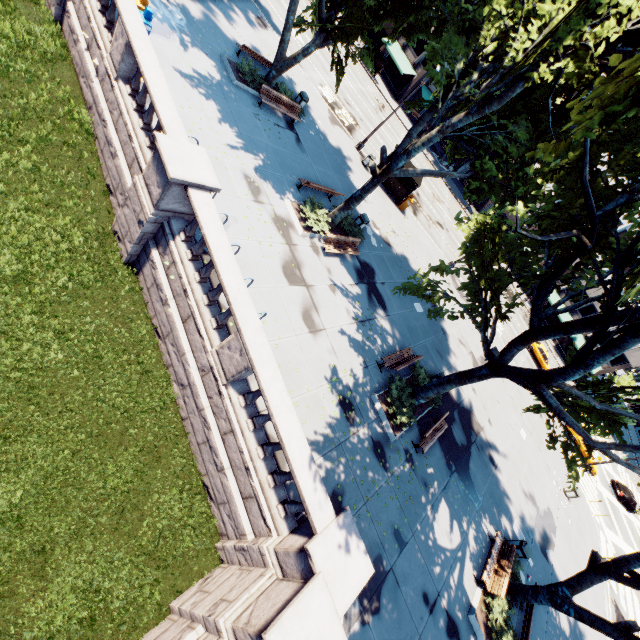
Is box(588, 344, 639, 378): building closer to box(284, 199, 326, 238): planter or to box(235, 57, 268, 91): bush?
box(235, 57, 268, 91): bush

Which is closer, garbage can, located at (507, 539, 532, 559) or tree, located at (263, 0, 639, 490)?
tree, located at (263, 0, 639, 490)

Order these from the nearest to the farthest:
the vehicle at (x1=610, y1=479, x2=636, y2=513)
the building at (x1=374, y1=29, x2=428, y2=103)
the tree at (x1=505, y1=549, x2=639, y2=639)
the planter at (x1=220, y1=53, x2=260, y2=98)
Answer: the tree at (x1=505, y1=549, x2=639, y2=639) < the planter at (x1=220, y1=53, x2=260, y2=98) < the vehicle at (x1=610, y1=479, x2=636, y2=513) < the building at (x1=374, y1=29, x2=428, y2=103)

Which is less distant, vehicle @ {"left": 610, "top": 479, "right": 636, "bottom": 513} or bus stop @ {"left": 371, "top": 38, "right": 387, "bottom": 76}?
vehicle @ {"left": 610, "top": 479, "right": 636, "bottom": 513}

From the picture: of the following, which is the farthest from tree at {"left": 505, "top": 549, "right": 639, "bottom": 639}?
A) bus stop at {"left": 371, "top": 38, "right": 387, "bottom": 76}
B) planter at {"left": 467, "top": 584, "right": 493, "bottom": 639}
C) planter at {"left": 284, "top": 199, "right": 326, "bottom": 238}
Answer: bus stop at {"left": 371, "top": 38, "right": 387, "bottom": 76}

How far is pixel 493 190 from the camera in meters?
15.0

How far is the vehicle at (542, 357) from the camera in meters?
36.2 m

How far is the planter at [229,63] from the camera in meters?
16.3
